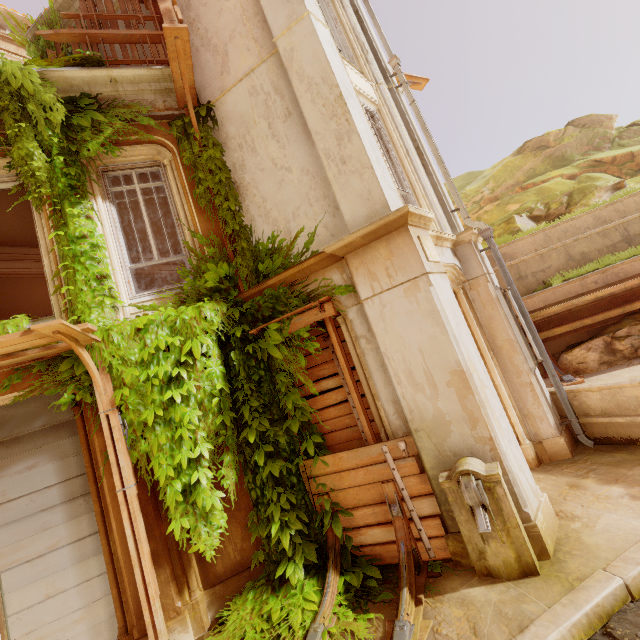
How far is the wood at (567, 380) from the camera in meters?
6.2

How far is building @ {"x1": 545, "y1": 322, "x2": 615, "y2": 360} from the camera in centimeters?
739cm

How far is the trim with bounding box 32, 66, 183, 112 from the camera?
5.40m

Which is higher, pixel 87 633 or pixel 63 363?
pixel 63 363

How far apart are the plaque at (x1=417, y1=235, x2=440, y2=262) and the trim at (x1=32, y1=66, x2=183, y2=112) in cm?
521

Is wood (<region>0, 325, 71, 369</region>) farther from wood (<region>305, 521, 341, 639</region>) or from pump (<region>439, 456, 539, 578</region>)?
pump (<region>439, 456, 539, 578</region>)

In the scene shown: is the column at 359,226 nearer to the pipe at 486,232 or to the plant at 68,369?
the plant at 68,369

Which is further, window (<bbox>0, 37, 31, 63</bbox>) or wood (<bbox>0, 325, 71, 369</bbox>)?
window (<bbox>0, 37, 31, 63</bbox>)
